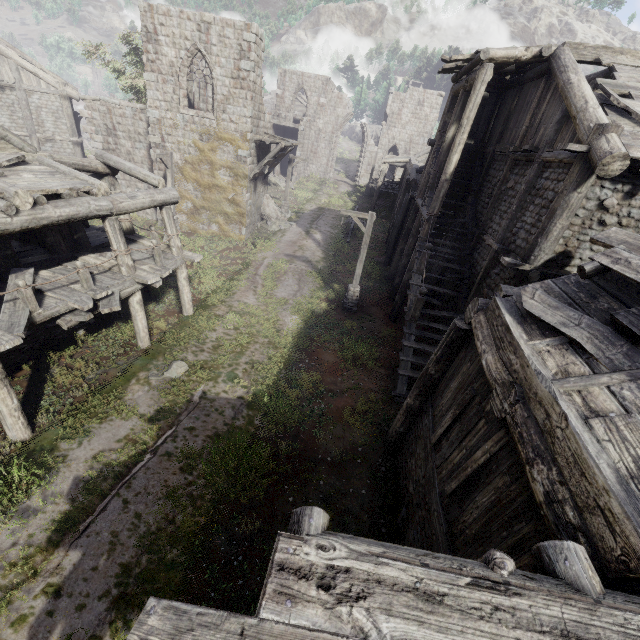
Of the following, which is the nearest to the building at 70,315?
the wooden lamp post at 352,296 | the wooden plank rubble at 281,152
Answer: the wooden plank rubble at 281,152

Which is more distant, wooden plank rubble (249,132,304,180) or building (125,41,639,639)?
wooden plank rubble (249,132,304,180)

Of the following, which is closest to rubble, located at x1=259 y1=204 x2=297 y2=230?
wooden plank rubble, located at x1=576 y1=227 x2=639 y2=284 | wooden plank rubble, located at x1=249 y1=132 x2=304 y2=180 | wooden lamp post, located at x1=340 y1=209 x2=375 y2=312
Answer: wooden plank rubble, located at x1=249 y1=132 x2=304 y2=180

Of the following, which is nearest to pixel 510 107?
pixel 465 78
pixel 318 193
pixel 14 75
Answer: pixel 465 78

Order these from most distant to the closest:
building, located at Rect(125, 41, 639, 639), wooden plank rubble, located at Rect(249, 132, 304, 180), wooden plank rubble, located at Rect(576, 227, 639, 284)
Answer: wooden plank rubble, located at Rect(249, 132, 304, 180) → wooden plank rubble, located at Rect(576, 227, 639, 284) → building, located at Rect(125, 41, 639, 639)

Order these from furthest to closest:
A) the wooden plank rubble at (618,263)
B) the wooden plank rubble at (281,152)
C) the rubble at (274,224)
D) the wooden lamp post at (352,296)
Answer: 1. the rubble at (274,224)
2. the wooden plank rubble at (281,152)
3. the wooden lamp post at (352,296)
4. the wooden plank rubble at (618,263)

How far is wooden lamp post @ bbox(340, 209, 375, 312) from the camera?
14.1 meters

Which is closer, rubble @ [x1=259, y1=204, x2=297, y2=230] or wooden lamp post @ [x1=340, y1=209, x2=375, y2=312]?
wooden lamp post @ [x1=340, y1=209, x2=375, y2=312]
